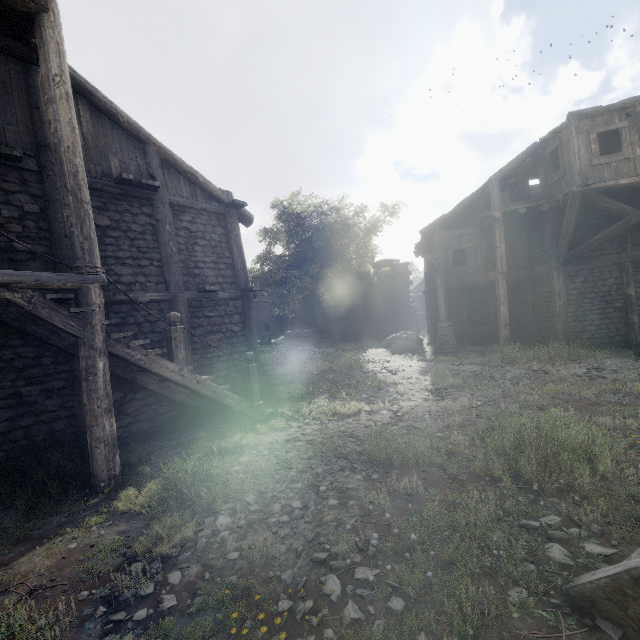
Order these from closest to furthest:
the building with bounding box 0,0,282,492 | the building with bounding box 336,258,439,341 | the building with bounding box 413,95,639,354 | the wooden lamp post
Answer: the building with bounding box 0,0,282,492
the building with bounding box 413,95,639,354
the wooden lamp post
the building with bounding box 336,258,439,341

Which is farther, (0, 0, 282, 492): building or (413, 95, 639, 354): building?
(413, 95, 639, 354): building

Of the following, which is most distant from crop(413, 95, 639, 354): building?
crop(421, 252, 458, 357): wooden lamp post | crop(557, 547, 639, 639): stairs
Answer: crop(557, 547, 639, 639): stairs

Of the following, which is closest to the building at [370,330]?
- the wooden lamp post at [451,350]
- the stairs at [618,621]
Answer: the wooden lamp post at [451,350]

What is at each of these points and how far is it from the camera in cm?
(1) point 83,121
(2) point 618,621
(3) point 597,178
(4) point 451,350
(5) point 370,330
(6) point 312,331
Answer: (1) building, 792
(2) stairs, 244
(3) building, 1227
(4) wooden lamp post, 1586
(5) building, 3200
(6) building, 2991

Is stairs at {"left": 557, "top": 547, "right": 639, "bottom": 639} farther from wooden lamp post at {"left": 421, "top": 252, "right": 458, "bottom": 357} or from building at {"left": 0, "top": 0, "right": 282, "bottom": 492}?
wooden lamp post at {"left": 421, "top": 252, "right": 458, "bottom": 357}

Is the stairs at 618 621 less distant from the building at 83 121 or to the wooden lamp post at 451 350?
the building at 83 121
